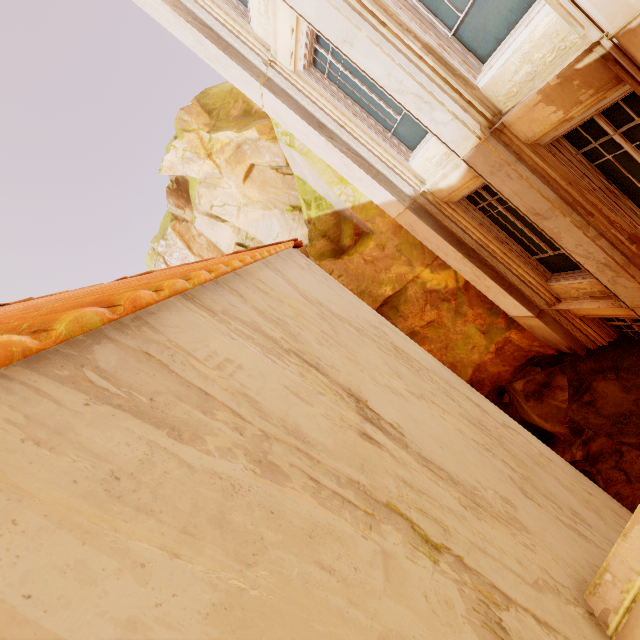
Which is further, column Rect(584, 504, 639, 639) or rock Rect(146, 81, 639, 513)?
rock Rect(146, 81, 639, 513)

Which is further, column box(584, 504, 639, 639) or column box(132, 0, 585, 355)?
column box(132, 0, 585, 355)

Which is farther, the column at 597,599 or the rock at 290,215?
the rock at 290,215

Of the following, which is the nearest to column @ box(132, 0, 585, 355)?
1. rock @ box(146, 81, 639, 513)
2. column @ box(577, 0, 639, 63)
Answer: rock @ box(146, 81, 639, 513)

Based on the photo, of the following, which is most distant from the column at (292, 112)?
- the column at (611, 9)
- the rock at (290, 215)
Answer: the column at (611, 9)

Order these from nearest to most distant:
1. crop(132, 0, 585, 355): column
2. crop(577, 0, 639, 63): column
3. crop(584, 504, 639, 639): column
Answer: crop(584, 504, 639, 639): column
crop(577, 0, 639, 63): column
crop(132, 0, 585, 355): column

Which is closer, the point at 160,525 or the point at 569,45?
the point at 160,525
